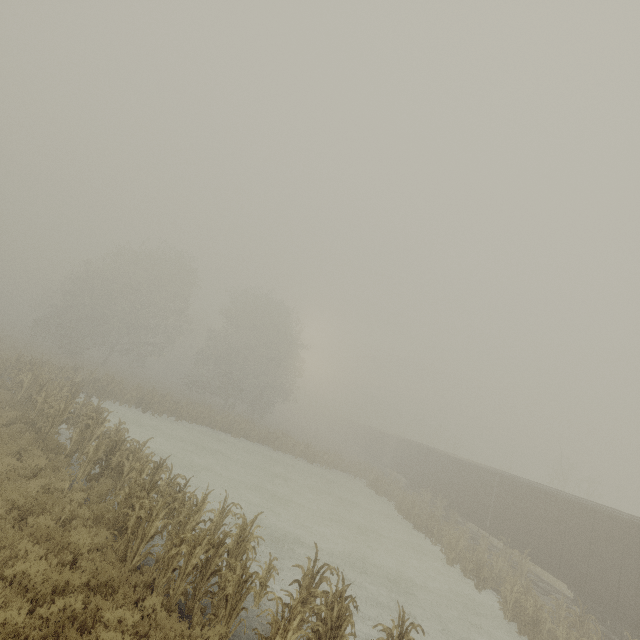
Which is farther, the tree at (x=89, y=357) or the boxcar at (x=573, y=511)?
the boxcar at (x=573, y=511)

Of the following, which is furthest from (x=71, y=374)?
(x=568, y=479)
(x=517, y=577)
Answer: (x=568, y=479)

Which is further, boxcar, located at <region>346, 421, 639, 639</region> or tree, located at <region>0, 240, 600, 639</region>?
boxcar, located at <region>346, 421, 639, 639</region>
